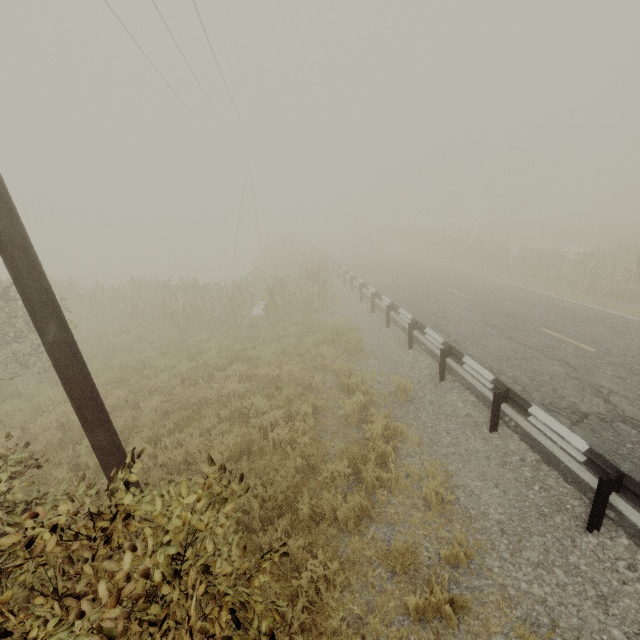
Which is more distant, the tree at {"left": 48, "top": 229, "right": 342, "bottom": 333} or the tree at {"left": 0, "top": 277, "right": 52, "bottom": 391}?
the tree at {"left": 48, "top": 229, "right": 342, "bottom": 333}

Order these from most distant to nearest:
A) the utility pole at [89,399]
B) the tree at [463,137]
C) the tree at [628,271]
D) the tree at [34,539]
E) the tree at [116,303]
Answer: the tree at [463,137], the tree at [628,271], the tree at [116,303], the utility pole at [89,399], the tree at [34,539]

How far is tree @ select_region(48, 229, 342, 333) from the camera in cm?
1299

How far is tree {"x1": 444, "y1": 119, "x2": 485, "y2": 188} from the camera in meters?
56.9 m

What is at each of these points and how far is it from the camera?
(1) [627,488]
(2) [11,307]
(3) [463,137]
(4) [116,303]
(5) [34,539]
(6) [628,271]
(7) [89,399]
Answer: (1) guardrail, 3.8 meters
(2) tree, 9.2 meters
(3) tree, 58.2 meters
(4) tree, 16.8 meters
(5) tree, 1.8 meters
(6) tree, 13.4 meters
(7) utility pole, 3.6 meters

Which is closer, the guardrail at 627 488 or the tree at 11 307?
the guardrail at 627 488

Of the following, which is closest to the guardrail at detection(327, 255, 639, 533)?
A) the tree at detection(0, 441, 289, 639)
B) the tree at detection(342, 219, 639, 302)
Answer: the tree at detection(0, 441, 289, 639)

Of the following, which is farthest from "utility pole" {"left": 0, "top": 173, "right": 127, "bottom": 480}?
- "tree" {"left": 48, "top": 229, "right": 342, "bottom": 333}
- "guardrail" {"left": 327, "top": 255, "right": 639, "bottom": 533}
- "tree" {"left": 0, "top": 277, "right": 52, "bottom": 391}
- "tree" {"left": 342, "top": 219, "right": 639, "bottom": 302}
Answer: "tree" {"left": 342, "top": 219, "right": 639, "bottom": 302}
